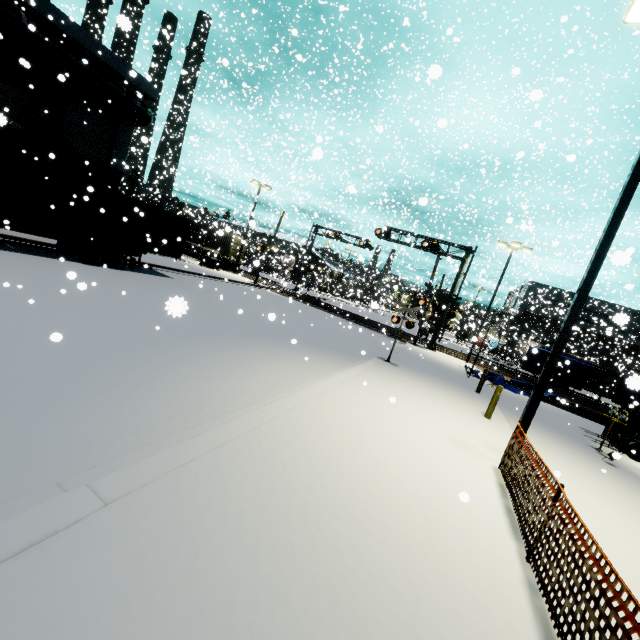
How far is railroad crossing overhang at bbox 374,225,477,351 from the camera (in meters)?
25.48

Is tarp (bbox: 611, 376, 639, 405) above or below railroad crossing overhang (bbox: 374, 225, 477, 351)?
below

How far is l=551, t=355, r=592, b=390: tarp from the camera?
22.4 meters

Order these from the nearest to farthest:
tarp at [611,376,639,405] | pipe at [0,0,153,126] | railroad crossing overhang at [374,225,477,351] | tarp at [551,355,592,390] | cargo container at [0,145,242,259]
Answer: tarp at [611,376,639,405] → cargo container at [0,145,242,259] → pipe at [0,0,153,126] → tarp at [551,355,592,390] → railroad crossing overhang at [374,225,477,351]

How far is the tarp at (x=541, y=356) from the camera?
23.4 meters

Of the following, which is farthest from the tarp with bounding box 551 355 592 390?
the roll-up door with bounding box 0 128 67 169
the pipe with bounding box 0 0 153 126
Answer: the pipe with bounding box 0 0 153 126

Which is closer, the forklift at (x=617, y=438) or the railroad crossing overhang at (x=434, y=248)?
the forklift at (x=617, y=438)

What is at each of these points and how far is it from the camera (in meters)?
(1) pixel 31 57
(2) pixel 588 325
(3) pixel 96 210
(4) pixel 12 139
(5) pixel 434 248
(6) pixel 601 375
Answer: (1) building, 15.90
(2) building, 56.31
(3) cargo container, 14.23
(4) roll-up door, 16.53
(5) railroad crossing overhang, 25.98
(6) semi trailer, 32.28
